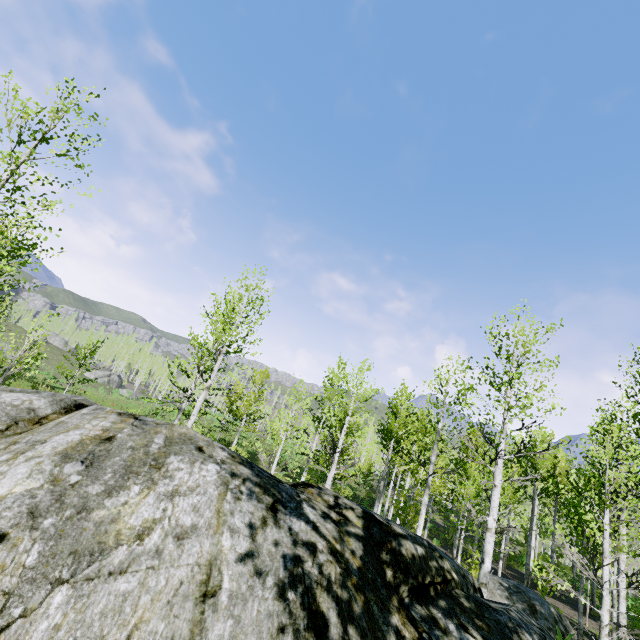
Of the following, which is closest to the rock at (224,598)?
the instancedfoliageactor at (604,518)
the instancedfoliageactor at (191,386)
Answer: the instancedfoliageactor at (191,386)

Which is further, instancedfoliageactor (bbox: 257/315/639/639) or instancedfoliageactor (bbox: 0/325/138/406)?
instancedfoliageactor (bbox: 0/325/138/406)

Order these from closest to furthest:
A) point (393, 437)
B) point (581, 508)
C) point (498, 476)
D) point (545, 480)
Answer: point (498, 476) → point (393, 437) → point (545, 480) → point (581, 508)

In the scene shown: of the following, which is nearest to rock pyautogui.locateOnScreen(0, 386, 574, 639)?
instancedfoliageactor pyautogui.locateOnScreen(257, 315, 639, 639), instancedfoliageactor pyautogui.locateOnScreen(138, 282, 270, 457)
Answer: instancedfoliageactor pyautogui.locateOnScreen(138, 282, 270, 457)

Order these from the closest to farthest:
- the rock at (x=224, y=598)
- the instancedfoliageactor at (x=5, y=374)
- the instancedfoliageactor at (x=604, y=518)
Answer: the rock at (x=224, y=598)
the instancedfoliageactor at (x=604, y=518)
the instancedfoliageactor at (x=5, y=374)

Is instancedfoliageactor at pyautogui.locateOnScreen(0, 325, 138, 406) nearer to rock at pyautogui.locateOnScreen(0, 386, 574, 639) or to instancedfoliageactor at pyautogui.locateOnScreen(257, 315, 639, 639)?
rock at pyautogui.locateOnScreen(0, 386, 574, 639)
